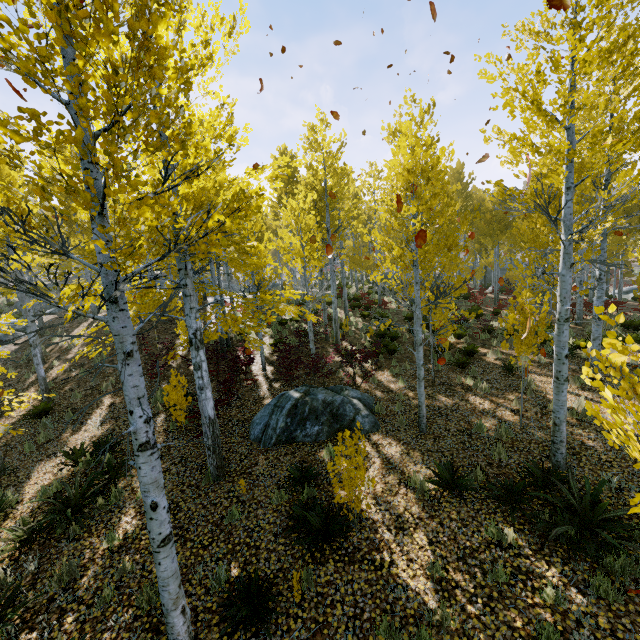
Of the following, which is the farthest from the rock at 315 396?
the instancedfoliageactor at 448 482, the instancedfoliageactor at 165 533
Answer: the instancedfoliageactor at 448 482

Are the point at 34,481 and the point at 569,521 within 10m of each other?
no

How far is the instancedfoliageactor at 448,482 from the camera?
5.9m

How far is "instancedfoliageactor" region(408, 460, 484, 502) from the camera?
5.9m

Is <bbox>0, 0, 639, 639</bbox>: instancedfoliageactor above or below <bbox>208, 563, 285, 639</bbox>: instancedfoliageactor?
above

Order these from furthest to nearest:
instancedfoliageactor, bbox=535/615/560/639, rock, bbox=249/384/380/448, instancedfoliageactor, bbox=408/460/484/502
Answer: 1. rock, bbox=249/384/380/448
2. instancedfoliageactor, bbox=408/460/484/502
3. instancedfoliageactor, bbox=535/615/560/639
